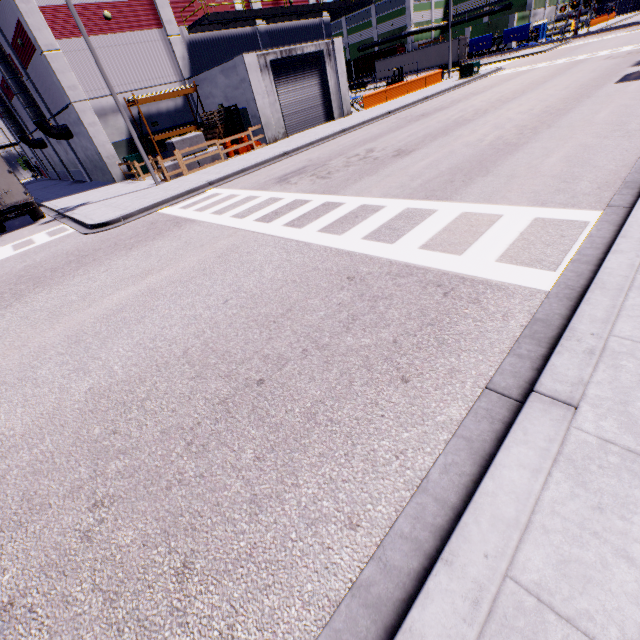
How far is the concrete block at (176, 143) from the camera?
18.0 meters

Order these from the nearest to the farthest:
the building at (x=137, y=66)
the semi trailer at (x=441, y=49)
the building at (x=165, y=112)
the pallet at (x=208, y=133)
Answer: the building at (x=137, y=66), the pallet at (x=208, y=133), the building at (x=165, y=112), the semi trailer at (x=441, y=49)

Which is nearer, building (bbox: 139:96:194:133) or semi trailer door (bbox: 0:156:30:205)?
semi trailer door (bbox: 0:156:30:205)

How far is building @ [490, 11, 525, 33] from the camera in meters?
57.8

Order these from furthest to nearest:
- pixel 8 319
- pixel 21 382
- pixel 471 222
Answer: pixel 8 319 → pixel 471 222 → pixel 21 382

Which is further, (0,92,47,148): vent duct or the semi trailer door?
(0,92,47,148): vent duct

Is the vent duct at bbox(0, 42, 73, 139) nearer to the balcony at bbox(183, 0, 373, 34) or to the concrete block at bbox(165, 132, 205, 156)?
the concrete block at bbox(165, 132, 205, 156)

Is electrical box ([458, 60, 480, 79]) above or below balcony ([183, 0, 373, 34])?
below
